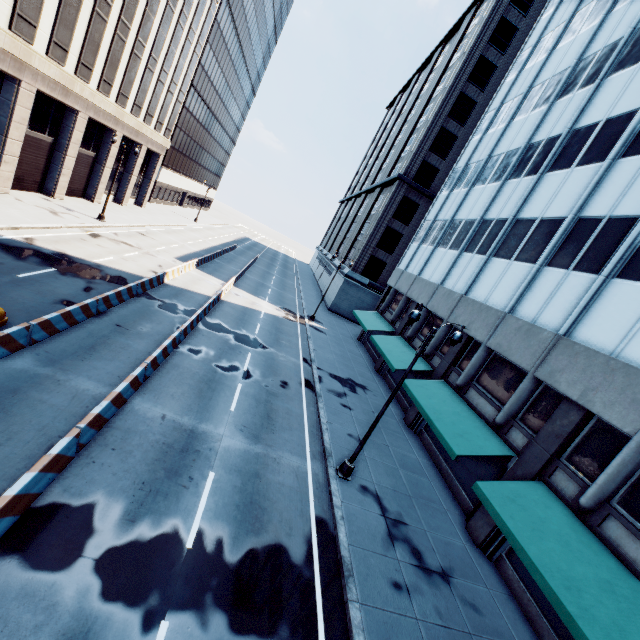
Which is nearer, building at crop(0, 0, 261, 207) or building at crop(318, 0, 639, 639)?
building at crop(318, 0, 639, 639)

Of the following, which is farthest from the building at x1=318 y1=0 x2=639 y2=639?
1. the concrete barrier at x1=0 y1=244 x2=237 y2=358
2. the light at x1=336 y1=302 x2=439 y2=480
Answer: the concrete barrier at x1=0 y1=244 x2=237 y2=358

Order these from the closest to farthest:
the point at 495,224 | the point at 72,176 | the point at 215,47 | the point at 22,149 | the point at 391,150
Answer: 1. the point at 495,224
2. the point at 22,149
3. the point at 72,176
4. the point at 215,47
5. the point at 391,150

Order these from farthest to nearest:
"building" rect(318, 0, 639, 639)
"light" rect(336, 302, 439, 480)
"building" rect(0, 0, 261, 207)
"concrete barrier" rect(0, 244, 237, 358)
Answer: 1. "building" rect(0, 0, 261, 207)
2. "light" rect(336, 302, 439, 480)
3. "concrete barrier" rect(0, 244, 237, 358)
4. "building" rect(318, 0, 639, 639)

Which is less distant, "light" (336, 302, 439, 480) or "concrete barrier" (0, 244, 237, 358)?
"concrete barrier" (0, 244, 237, 358)

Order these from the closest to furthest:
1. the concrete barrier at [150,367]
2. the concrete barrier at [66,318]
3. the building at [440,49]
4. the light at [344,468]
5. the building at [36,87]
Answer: the concrete barrier at [150,367], the building at [440,49], the concrete barrier at [66,318], the light at [344,468], the building at [36,87]

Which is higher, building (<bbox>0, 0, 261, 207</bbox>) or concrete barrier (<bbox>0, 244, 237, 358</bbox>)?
building (<bbox>0, 0, 261, 207</bbox>)

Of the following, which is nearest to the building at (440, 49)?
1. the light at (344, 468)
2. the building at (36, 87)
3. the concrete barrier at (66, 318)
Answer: the light at (344, 468)
